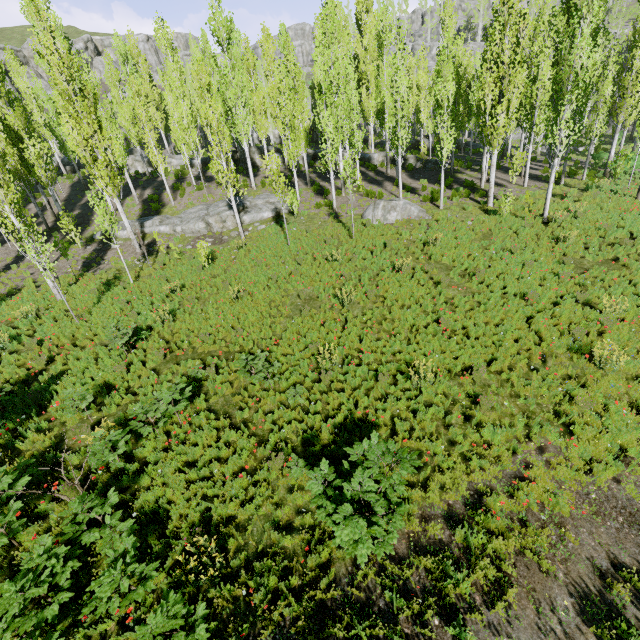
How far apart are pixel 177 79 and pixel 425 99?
38.9 meters

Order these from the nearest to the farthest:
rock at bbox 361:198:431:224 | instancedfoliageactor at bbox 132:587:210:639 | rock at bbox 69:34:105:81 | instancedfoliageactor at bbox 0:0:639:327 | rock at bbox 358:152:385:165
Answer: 1. instancedfoliageactor at bbox 132:587:210:639
2. instancedfoliageactor at bbox 0:0:639:327
3. rock at bbox 361:198:431:224
4. rock at bbox 358:152:385:165
5. rock at bbox 69:34:105:81

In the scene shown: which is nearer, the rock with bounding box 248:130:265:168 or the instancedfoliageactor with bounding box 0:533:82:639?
the instancedfoliageactor with bounding box 0:533:82:639

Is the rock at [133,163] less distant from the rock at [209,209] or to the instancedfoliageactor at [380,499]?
the instancedfoliageactor at [380,499]

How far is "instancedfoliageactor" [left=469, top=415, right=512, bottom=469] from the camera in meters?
7.1 m

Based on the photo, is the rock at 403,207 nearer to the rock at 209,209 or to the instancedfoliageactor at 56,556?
the instancedfoliageactor at 56,556

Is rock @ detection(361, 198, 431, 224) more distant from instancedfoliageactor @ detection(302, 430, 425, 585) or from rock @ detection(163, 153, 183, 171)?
rock @ detection(163, 153, 183, 171)

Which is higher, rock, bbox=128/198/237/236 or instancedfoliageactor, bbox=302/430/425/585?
rock, bbox=128/198/237/236
